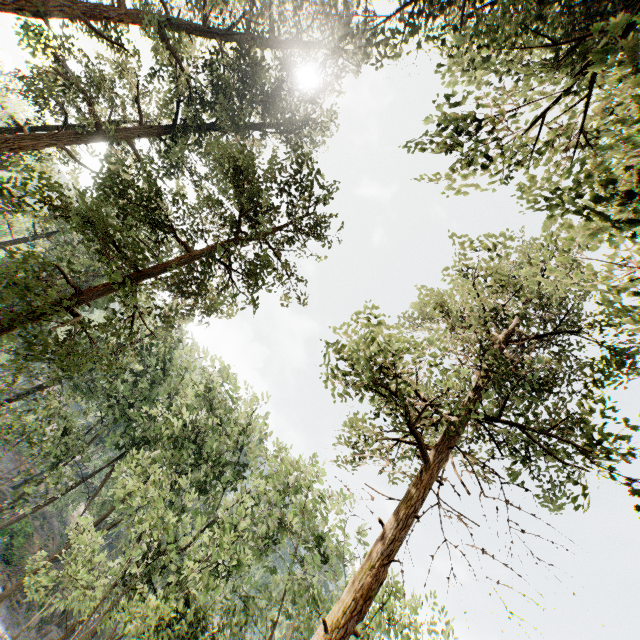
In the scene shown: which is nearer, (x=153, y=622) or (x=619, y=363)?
(x=153, y=622)
